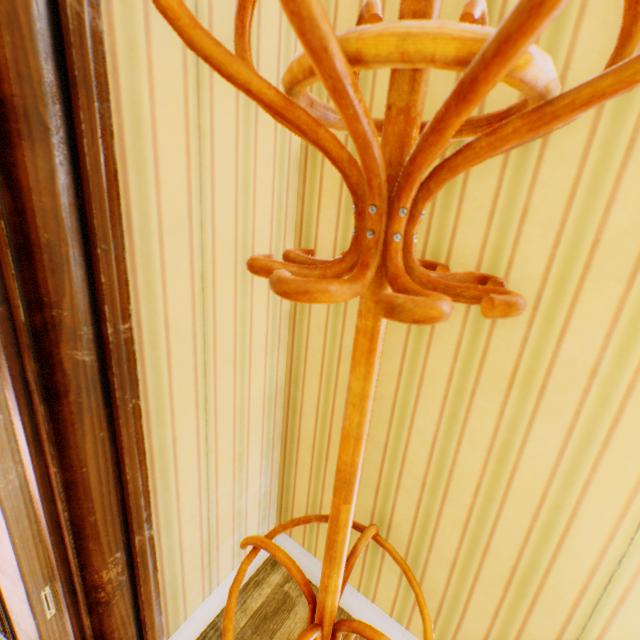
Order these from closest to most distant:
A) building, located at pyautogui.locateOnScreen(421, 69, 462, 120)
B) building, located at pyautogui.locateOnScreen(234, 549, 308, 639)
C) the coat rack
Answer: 1. the coat rack
2. building, located at pyautogui.locateOnScreen(421, 69, 462, 120)
3. building, located at pyautogui.locateOnScreen(234, 549, 308, 639)

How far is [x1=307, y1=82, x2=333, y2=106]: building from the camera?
1.0m

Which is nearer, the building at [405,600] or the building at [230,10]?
the building at [230,10]

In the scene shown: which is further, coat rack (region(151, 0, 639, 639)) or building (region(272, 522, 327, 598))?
building (region(272, 522, 327, 598))

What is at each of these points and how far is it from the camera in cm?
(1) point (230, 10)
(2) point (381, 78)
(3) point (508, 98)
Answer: (1) building, 81
(2) building, 94
(3) building, 78

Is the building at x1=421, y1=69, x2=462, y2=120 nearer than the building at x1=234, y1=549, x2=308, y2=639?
Yes

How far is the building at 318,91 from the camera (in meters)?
1.05
